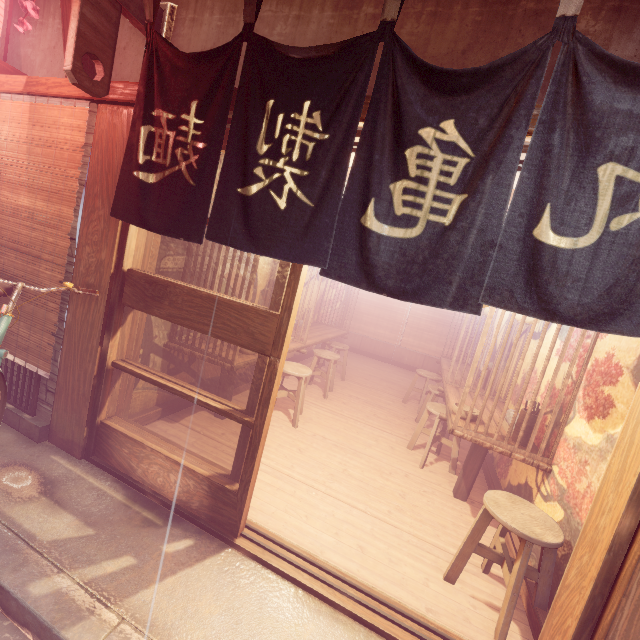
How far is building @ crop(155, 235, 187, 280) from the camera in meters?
5.6 m

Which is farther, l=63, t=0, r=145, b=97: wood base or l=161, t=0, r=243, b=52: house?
l=161, t=0, r=243, b=52: house

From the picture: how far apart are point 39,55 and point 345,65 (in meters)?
6.20

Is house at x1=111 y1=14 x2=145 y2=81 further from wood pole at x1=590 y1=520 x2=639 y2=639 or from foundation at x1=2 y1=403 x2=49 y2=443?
foundation at x1=2 y1=403 x2=49 y2=443

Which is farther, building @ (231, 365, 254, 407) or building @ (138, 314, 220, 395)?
building @ (231, 365, 254, 407)

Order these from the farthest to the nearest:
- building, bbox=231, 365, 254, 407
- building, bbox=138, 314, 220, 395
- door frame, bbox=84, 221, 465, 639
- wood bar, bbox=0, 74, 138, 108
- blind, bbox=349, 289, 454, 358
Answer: blind, bbox=349, 289, 454, 358 → building, bbox=231, 365, 254, 407 → building, bbox=138, 314, 220, 395 → wood bar, bbox=0, 74, 138, 108 → door frame, bbox=84, 221, 465, 639

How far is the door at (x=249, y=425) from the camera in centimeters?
392cm

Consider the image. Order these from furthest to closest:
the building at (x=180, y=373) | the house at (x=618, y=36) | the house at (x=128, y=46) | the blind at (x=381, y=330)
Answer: the blind at (x=381, y=330) → the building at (x=180, y=373) → the house at (x=128, y=46) → the house at (x=618, y=36)
